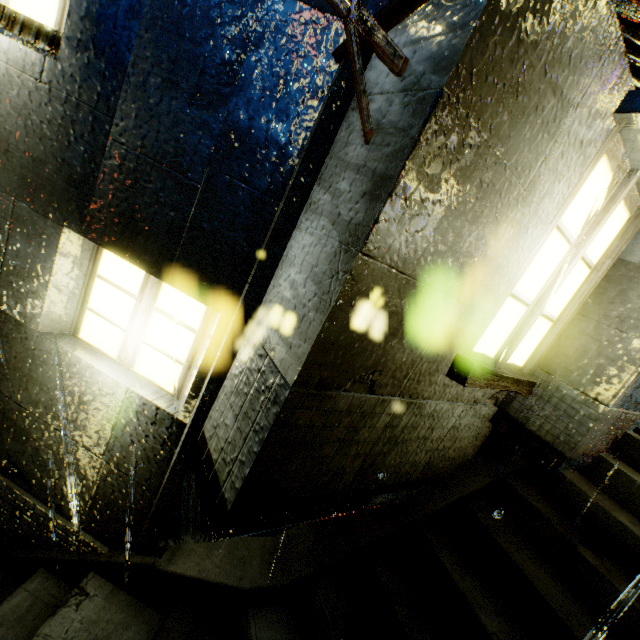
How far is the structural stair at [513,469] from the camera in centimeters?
395cm

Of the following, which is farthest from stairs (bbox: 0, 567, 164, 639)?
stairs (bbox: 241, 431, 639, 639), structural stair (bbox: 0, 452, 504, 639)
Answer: stairs (bbox: 241, 431, 639, 639)

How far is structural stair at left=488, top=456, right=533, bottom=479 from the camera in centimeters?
395cm

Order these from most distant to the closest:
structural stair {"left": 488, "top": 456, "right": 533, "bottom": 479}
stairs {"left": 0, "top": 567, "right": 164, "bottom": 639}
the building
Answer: structural stair {"left": 488, "top": 456, "right": 533, "bottom": 479}
stairs {"left": 0, "top": 567, "right": 164, "bottom": 639}
the building

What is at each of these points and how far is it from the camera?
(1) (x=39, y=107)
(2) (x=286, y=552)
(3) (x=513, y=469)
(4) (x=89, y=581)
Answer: (1) building, 2.7 meters
(2) structural stair, 3.4 meters
(3) structural stair, 3.9 meters
(4) stairs, 3.2 meters

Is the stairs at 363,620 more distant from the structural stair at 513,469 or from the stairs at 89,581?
the stairs at 89,581

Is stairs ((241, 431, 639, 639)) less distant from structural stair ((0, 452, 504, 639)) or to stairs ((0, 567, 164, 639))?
structural stair ((0, 452, 504, 639))

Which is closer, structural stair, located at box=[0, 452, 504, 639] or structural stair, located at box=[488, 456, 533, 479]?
structural stair, located at box=[0, 452, 504, 639]
